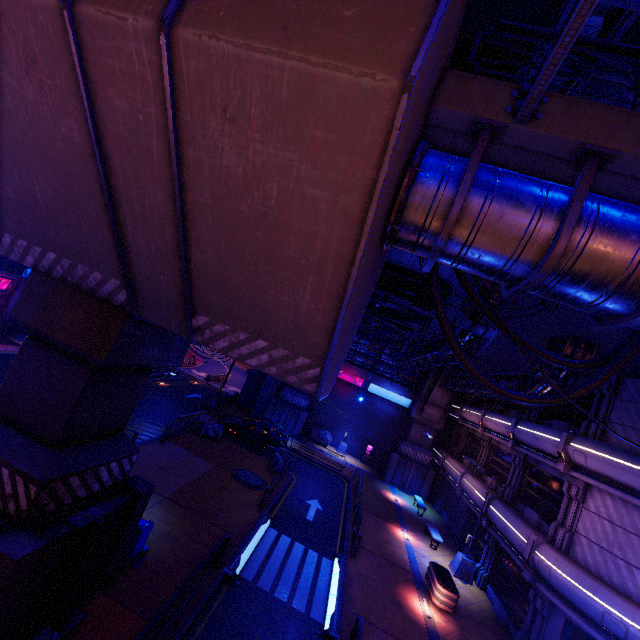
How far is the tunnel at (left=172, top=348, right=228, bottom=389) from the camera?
40.4 meters

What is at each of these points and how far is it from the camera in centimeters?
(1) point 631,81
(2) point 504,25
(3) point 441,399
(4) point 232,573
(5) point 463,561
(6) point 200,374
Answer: (1) building, 3425cm
(2) railing, 516cm
(3) pillar, 2964cm
(4) floor crosswalk, 1120cm
(5) street light, 1773cm
(6) tunnel, 4359cm

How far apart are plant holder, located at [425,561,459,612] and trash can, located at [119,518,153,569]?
12.4m

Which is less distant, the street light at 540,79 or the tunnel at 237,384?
the street light at 540,79

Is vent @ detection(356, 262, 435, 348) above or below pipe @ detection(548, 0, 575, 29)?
below

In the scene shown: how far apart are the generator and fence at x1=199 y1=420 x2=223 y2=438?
11.92m

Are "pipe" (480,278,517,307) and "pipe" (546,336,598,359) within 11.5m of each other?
yes

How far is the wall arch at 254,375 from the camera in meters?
34.7 m
